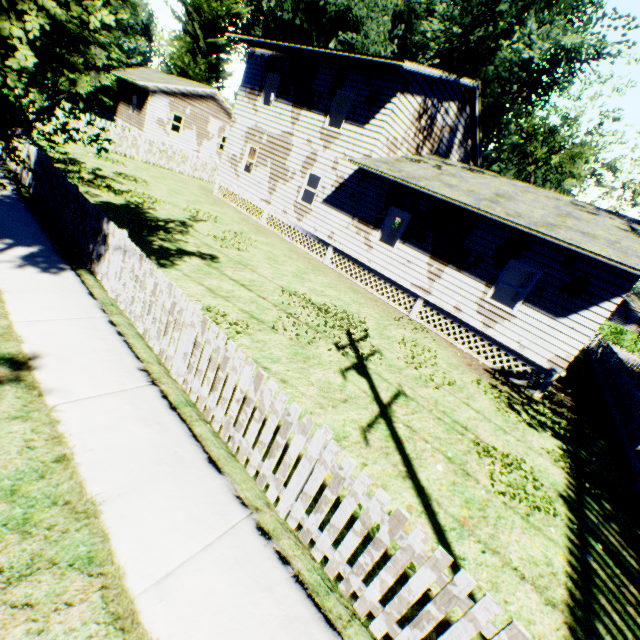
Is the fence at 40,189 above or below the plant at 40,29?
below

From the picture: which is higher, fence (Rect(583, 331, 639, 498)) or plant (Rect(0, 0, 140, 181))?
plant (Rect(0, 0, 140, 181))

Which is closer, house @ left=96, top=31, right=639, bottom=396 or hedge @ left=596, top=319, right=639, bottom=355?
house @ left=96, top=31, right=639, bottom=396

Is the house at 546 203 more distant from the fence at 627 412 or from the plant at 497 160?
the fence at 627 412

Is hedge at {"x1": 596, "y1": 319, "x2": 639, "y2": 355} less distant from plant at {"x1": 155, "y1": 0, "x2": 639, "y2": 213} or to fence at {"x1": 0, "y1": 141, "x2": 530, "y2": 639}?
plant at {"x1": 155, "y1": 0, "x2": 639, "y2": 213}

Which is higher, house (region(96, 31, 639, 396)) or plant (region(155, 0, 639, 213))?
plant (region(155, 0, 639, 213))

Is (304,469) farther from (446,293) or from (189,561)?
(446,293)

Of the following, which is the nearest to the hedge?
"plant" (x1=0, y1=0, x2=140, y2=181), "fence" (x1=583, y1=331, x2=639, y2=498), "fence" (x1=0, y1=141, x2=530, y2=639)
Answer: "fence" (x1=583, y1=331, x2=639, y2=498)
